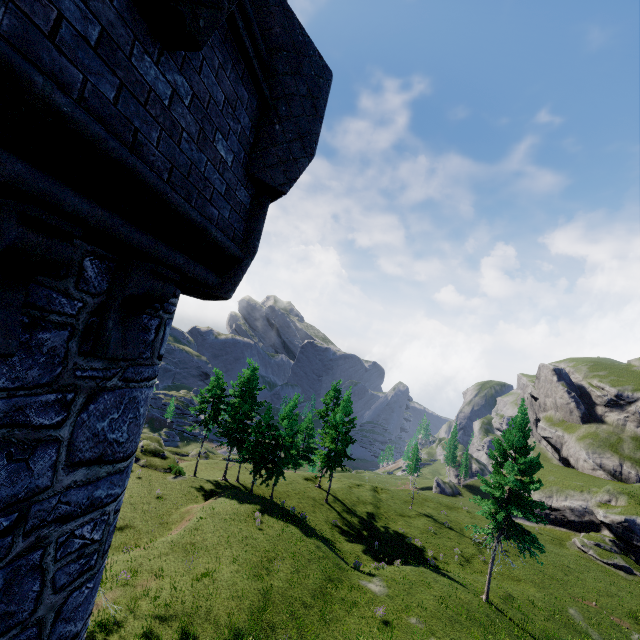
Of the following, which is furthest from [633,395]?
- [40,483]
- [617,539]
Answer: [40,483]
